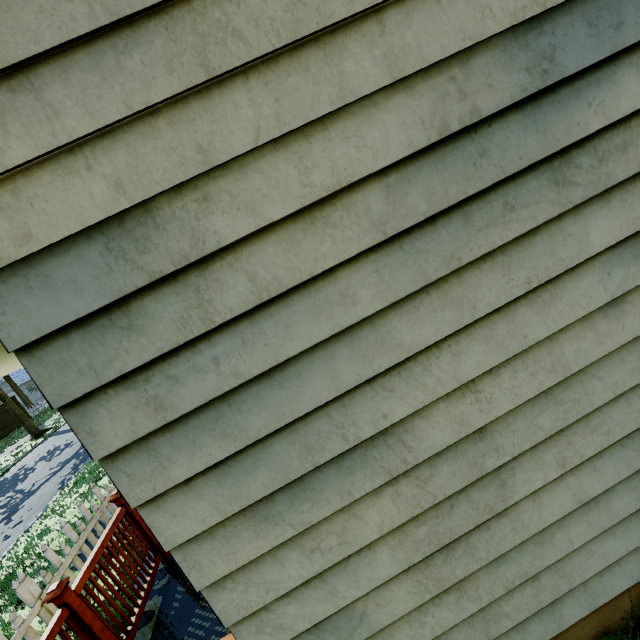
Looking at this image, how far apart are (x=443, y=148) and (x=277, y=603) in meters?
2.2 m

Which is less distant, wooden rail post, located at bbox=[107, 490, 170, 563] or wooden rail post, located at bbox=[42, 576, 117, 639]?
wooden rail post, located at bbox=[42, 576, 117, 639]

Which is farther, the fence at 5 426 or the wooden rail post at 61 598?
the fence at 5 426

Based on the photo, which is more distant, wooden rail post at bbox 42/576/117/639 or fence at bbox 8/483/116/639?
Answer: fence at bbox 8/483/116/639

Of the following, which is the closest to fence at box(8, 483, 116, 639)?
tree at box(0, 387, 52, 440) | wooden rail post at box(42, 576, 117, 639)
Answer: tree at box(0, 387, 52, 440)

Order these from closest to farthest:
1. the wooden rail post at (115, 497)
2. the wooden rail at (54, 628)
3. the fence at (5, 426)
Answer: the wooden rail at (54, 628) < the wooden rail post at (115, 497) < the fence at (5, 426)

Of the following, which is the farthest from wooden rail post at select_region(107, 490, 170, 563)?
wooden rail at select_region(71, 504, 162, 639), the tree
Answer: the tree

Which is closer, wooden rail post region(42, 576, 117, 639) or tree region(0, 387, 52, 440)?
wooden rail post region(42, 576, 117, 639)
